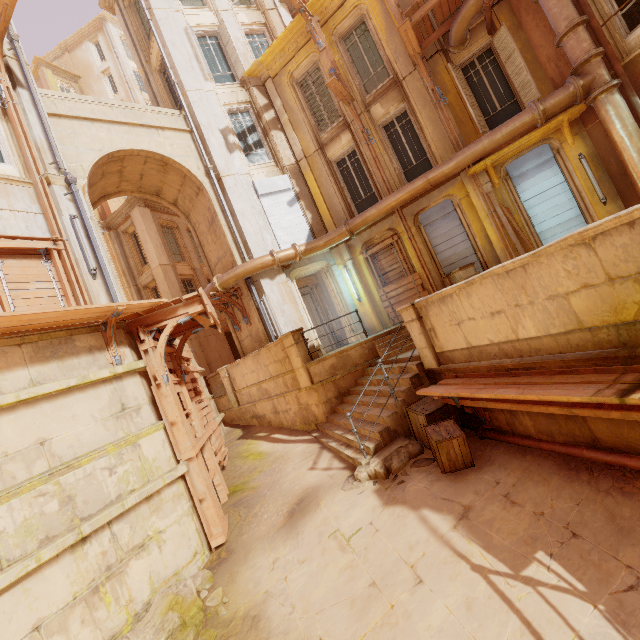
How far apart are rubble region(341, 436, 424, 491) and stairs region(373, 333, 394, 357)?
2.4 meters

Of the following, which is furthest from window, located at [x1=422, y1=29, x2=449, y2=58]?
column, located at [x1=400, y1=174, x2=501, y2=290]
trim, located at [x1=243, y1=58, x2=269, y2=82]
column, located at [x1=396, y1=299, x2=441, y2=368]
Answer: column, located at [x1=396, y1=299, x2=441, y2=368]

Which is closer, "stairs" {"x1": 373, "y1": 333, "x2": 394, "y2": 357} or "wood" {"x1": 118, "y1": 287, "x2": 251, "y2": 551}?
"wood" {"x1": 118, "y1": 287, "x2": 251, "y2": 551}

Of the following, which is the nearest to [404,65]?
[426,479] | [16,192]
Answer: [16,192]

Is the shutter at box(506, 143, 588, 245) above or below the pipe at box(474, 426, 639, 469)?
above

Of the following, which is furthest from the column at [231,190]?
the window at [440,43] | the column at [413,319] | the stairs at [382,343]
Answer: the window at [440,43]

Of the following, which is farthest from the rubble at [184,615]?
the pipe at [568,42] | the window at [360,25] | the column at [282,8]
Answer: the column at [282,8]

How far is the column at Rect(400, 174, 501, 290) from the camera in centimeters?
1070cm
